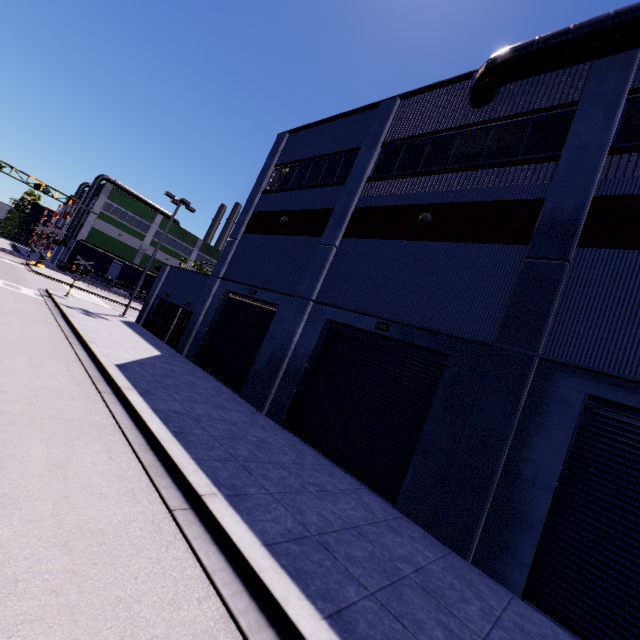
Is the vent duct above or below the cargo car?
above

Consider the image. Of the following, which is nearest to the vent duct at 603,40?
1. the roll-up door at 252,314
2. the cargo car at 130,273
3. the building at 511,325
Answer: the building at 511,325

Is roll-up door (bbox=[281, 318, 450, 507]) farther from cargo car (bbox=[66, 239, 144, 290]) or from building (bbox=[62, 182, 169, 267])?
cargo car (bbox=[66, 239, 144, 290])

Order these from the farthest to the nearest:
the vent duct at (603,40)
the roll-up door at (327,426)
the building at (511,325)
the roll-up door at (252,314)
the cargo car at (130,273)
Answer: the cargo car at (130,273), the roll-up door at (252,314), the roll-up door at (327,426), the vent duct at (603,40), the building at (511,325)

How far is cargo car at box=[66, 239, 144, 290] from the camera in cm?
4434

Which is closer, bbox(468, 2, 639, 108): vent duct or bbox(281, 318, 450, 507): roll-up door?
bbox(468, 2, 639, 108): vent duct

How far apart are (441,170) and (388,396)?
8.3 meters

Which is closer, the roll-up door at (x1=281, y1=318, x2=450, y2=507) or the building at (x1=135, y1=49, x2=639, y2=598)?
the building at (x1=135, y1=49, x2=639, y2=598)
